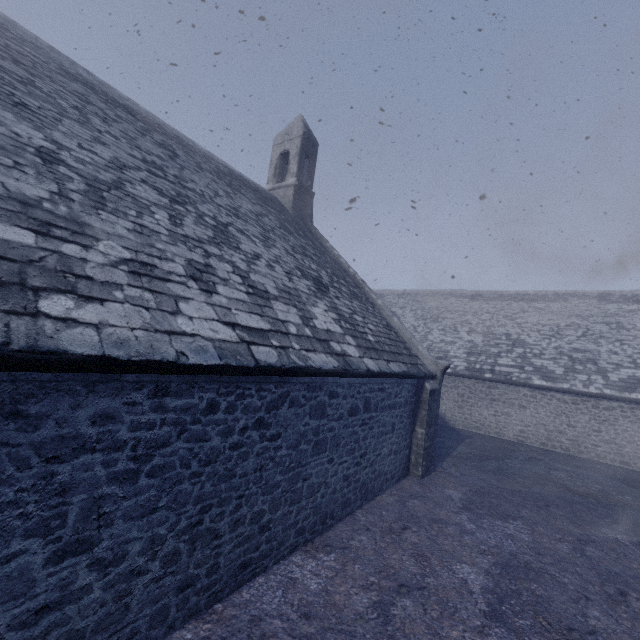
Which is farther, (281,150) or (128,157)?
(281,150)
